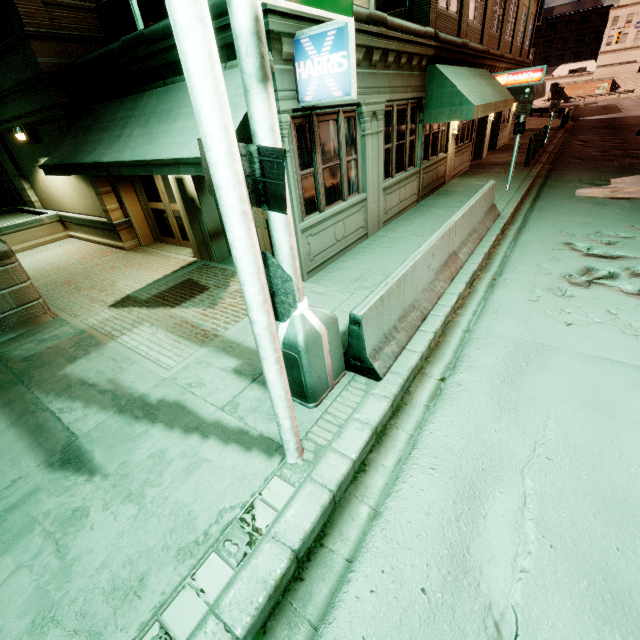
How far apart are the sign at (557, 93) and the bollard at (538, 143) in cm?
680

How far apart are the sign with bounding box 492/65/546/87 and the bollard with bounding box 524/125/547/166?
2.25m

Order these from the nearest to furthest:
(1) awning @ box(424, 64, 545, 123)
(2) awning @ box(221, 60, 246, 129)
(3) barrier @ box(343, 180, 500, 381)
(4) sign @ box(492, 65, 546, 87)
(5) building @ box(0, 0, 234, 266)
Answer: (3) barrier @ box(343, 180, 500, 381) < (2) awning @ box(221, 60, 246, 129) < (5) building @ box(0, 0, 234, 266) < (1) awning @ box(424, 64, 545, 123) < (4) sign @ box(492, 65, 546, 87)

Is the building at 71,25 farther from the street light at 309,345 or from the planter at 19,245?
the street light at 309,345

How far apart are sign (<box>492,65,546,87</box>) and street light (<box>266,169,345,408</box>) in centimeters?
1773cm

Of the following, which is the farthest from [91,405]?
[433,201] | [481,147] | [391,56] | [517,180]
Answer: [481,147]

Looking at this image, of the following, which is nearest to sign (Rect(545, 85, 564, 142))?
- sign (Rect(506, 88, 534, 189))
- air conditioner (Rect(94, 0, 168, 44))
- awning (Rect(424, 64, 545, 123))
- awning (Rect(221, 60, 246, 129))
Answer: awning (Rect(424, 64, 545, 123))

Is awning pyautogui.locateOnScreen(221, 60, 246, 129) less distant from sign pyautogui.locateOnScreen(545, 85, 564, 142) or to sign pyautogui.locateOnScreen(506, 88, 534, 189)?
sign pyautogui.locateOnScreen(506, 88, 534, 189)
